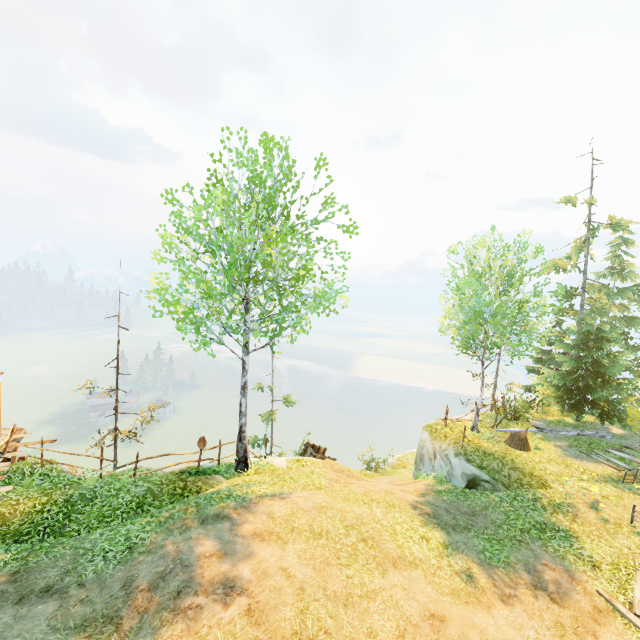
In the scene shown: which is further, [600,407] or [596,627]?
[600,407]

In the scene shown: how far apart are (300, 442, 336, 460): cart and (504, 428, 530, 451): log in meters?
8.8 m

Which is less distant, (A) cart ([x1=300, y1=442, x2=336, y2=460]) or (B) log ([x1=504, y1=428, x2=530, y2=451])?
(B) log ([x1=504, y1=428, x2=530, y2=451])

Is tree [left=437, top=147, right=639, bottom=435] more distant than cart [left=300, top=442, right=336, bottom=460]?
No

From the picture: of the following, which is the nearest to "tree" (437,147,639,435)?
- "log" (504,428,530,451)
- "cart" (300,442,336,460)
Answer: "log" (504,428,530,451)

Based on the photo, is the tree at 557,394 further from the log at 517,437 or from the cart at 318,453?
the cart at 318,453
